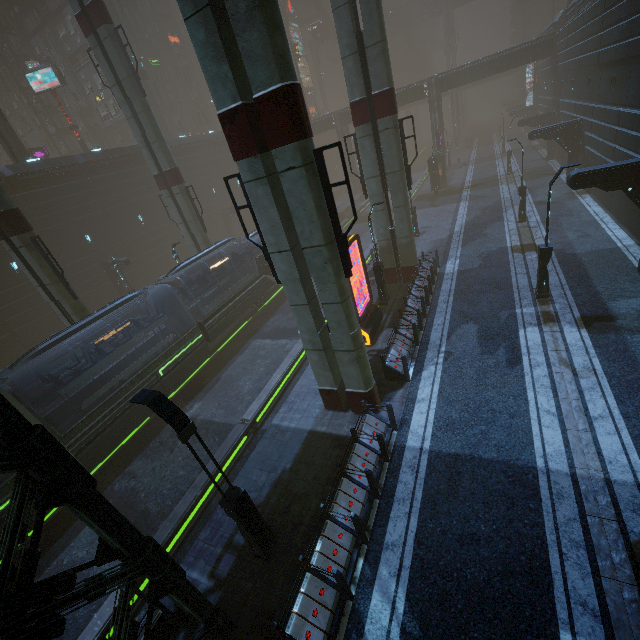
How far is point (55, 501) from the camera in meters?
4.6 m

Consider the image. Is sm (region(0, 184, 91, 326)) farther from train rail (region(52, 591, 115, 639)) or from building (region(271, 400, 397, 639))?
train rail (region(52, 591, 115, 639))

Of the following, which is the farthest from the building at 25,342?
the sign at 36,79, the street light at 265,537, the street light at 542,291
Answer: the sign at 36,79

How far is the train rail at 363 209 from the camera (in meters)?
28.08

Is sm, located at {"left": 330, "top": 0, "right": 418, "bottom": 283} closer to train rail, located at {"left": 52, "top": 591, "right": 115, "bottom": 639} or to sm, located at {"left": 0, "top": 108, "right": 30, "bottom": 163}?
train rail, located at {"left": 52, "top": 591, "right": 115, "bottom": 639}

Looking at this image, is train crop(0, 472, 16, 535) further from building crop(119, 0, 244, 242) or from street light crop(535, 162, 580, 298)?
street light crop(535, 162, 580, 298)

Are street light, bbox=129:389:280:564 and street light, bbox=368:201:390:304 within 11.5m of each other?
no

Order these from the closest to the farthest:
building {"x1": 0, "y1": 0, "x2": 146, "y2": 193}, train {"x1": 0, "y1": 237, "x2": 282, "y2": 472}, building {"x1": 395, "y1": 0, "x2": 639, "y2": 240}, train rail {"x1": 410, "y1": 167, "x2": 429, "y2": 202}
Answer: train {"x1": 0, "y1": 237, "x2": 282, "y2": 472} < building {"x1": 395, "y1": 0, "x2": 639, "y2": 240} < building {"x1": 0, "y1": 0, "x2": 146, "y2": 193} < train rail {"x1": 410, "y1": 167, "x2": 429, "y2": 202}
